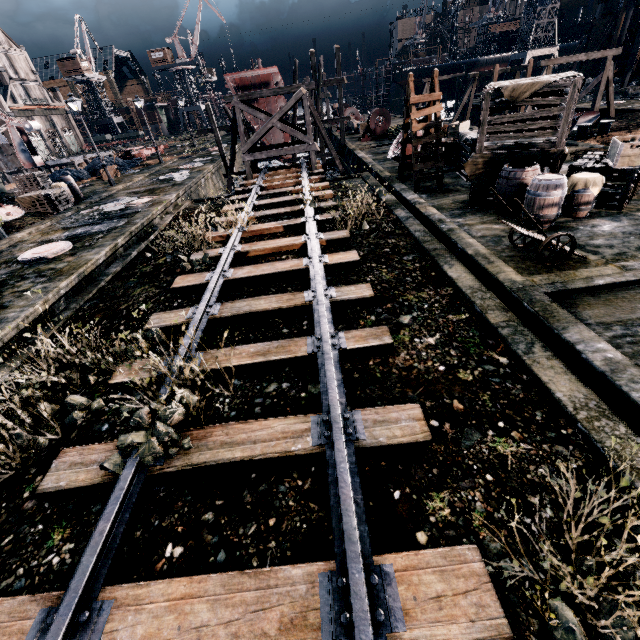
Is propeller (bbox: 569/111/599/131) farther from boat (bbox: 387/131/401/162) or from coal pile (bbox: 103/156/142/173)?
coal pile (bbox: 103/156/142/173)

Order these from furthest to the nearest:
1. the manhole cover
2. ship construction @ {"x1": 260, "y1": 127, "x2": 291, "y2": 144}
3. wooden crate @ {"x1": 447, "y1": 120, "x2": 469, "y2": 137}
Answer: ship construction @ {"x1": 260, "y1": 127, "x2": 291, "y2": 144} < wooden crate @ {"x1": 447, "y1": 120, "x2": 469, "y2": 137} < the manhole cover

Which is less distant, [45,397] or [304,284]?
[45,397]

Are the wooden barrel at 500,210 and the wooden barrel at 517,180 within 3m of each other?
yes

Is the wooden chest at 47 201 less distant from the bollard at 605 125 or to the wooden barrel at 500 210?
the wooden barrel at 500 210

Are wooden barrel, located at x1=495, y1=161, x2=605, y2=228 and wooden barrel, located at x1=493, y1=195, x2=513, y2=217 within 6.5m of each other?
yes

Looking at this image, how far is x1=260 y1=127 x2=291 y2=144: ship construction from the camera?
37.26m

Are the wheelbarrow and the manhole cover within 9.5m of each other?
no
